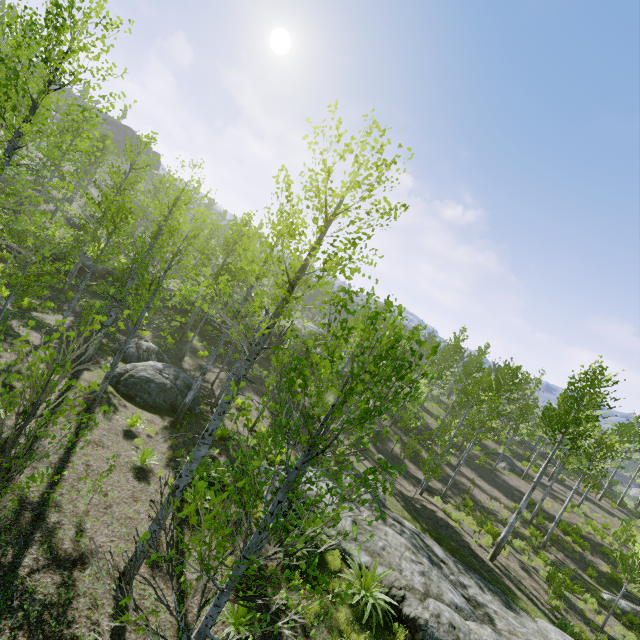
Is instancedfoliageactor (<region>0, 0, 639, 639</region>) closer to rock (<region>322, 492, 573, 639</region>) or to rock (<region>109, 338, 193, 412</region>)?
rock (<region>109, 338, 193, 412</region>)

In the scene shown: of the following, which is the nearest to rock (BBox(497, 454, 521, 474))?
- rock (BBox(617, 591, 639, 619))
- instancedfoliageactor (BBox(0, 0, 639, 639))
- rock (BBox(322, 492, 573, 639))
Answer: instancedfoliageactor (BBox(0, 0, 639, 639))

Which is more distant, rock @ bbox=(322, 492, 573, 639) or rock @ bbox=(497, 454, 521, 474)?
rock @ bbox=(497, 454, 521, 474)

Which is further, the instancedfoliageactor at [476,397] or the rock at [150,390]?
the rock at [150,390]

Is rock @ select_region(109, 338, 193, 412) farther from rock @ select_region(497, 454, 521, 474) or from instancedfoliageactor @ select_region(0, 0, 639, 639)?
rock @ select_region(497, 454, 521, 474)

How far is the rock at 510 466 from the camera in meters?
29.1

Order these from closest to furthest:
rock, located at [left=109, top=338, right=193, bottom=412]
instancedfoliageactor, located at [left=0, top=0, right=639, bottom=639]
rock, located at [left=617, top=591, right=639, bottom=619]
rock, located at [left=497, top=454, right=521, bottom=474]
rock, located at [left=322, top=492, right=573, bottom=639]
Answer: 1. instancedfoliageactor, located at [left=0, top=0, right=639, bottom=639]
2. rock, located at [left=322, top=492, right=573, bottom=639]
3. rock, located at [left=109, top=338, right=193, bottom=412]
4. rock, located at [left=617, top=591, right=639, bottom=619]
5. rock, located at [left=497, top=454, right=521, bottom=474]

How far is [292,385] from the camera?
2.9m
